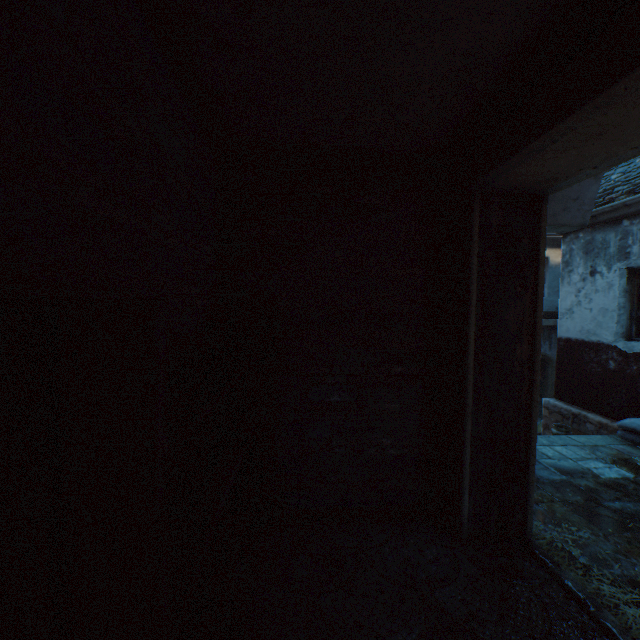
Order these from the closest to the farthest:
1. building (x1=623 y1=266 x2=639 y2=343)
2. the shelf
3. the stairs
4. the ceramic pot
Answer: the shelf → the stairs → building (x1=623 y1=266 x2=639 y2=343) → the ceramic pot

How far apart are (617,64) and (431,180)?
1.6m

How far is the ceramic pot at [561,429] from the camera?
6.6 meters

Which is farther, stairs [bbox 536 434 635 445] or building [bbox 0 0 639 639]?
stairs [bbox 536 434 635 445]

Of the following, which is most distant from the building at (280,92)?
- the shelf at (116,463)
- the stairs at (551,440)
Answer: the shelf at (116,463)

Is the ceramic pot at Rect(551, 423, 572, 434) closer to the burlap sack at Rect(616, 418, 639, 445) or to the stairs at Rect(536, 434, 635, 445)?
the stairs at Rect(536, 434, 635, 445)

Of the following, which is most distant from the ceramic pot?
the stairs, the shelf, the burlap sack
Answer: the shelf

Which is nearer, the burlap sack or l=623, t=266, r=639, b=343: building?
the burlap sack
